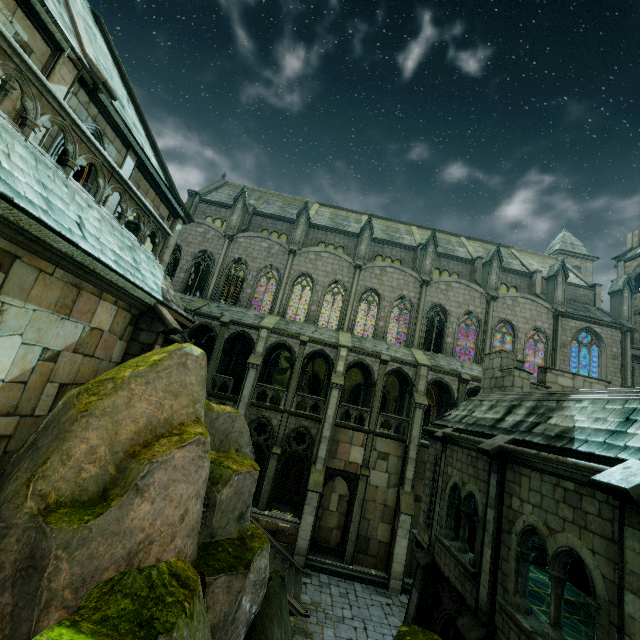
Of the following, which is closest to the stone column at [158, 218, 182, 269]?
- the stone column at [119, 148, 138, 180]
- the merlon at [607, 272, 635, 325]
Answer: the stone column at [119, 148, 138, 180]

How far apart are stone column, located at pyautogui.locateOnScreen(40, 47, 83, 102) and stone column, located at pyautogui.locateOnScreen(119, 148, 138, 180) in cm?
245

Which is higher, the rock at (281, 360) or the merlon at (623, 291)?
the merlon at (623, 291)

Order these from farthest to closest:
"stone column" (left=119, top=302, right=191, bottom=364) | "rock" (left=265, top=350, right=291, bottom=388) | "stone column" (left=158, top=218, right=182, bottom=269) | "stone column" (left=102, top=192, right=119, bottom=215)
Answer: "rock" (left=265, top=350, right=291, bottom=388) → "stone column" (left=158, top=218, right=182, bottom=269) → "stone column" (left=102, top=192, right=119, bottom=215) → "stone column" (left=119, top=302, right=191, bottom=364)

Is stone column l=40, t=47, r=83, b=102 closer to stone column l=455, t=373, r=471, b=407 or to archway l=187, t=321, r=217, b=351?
archway l=187, t=321, r=217, b=351

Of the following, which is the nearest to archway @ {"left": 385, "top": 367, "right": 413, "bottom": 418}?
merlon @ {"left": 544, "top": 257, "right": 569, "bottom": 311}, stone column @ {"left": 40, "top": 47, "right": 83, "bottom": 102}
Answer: merlon @ {"left": 544, "top": 257, "right": 569, "bottom": 311}

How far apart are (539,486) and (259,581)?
6.4 meters

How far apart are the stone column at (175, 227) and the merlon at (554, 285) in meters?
30.1
